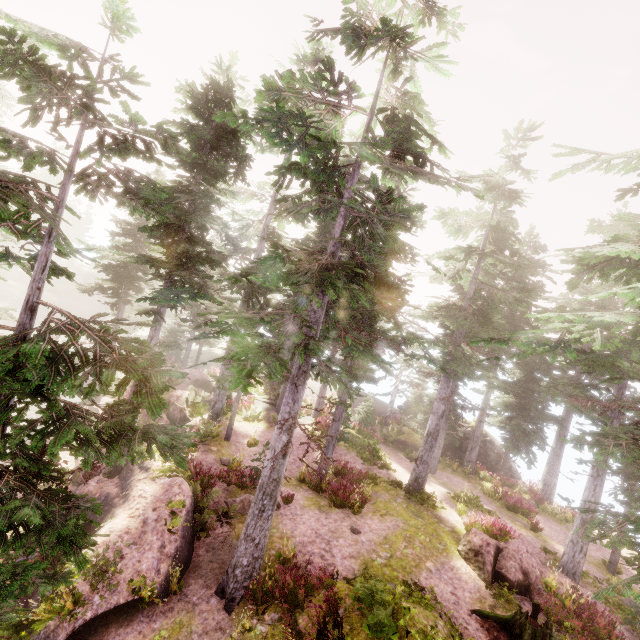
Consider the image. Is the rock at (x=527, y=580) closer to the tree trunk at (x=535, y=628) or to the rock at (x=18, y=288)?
the tree trunk at (x=535, y=628)

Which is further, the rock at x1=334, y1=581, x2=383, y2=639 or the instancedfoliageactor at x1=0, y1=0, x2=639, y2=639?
the rock at x1=334, y1=581, x2=383, y2=639

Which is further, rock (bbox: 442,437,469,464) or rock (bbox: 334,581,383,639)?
rock (bbox: 442,437,469,464)

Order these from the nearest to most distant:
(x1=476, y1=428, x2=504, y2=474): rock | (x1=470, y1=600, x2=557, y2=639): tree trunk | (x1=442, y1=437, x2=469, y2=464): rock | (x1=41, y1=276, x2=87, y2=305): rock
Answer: (x1=470, y1=600, x2=557, y2=639): tree trunk → (x1=476, y1=428, x2=504, y2=474): rock → (x1=442, y1=437, x2=469, y2=464): rock → (x1=41, y1=276, x2=87, y2=305): rock

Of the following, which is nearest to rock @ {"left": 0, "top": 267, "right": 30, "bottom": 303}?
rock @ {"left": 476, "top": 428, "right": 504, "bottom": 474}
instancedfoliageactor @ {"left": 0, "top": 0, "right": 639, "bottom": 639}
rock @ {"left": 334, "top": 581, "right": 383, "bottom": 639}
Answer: instancedfoliageactor @ {"left": 0, "top": 0, "right": 639, "bottom": 639}

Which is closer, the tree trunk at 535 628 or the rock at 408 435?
the tree trunk at 535 628

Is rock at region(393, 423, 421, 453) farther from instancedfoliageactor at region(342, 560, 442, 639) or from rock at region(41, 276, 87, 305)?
rock at region(41, 276, 87, 305)

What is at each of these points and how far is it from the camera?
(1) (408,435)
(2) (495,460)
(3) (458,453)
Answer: (1) rock, 28.4 meters
(2) rock, 27.2 meters
(3) rock, 27.8 meters
